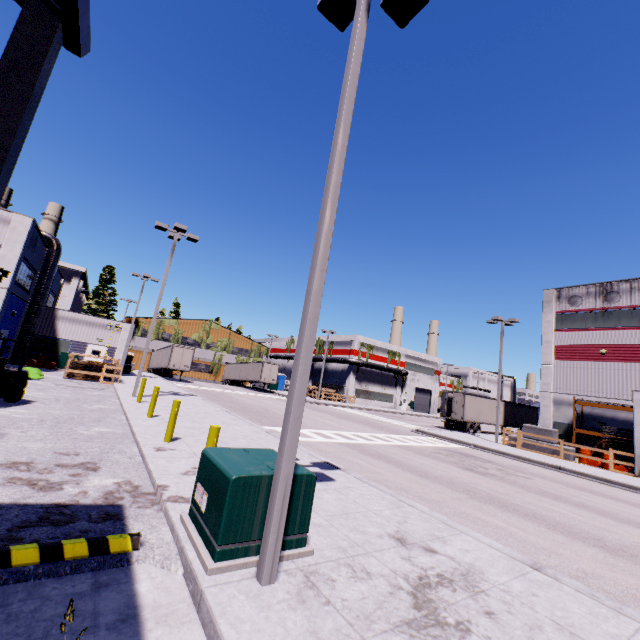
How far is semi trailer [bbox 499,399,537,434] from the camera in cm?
3550

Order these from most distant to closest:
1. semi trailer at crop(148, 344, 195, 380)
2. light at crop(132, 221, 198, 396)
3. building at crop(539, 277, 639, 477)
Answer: semi trailer at crop(148, 344, 195, 380), building at crop(539, 277, 639, 477), light at crop(132, 221, 198, 396)

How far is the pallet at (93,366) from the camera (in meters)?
22.31

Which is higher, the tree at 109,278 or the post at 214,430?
the tree at 109,278

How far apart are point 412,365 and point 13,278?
54.98m

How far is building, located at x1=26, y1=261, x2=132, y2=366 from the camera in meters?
27.8

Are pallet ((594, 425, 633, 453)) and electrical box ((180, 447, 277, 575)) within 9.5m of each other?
no

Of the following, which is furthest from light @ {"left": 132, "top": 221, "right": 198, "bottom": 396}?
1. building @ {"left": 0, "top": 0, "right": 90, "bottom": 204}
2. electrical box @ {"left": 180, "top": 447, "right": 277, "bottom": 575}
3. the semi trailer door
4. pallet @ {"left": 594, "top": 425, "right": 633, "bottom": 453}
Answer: pallet @ {"left": 594, "top": 425, "right": 633, "bottom": 453}
